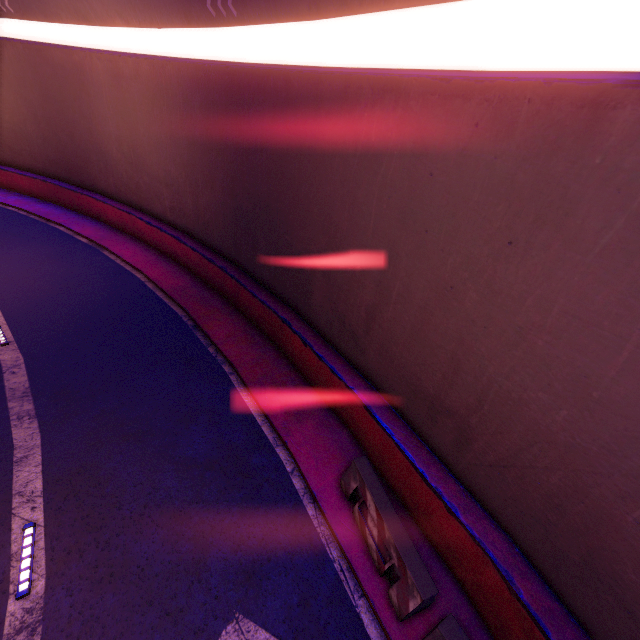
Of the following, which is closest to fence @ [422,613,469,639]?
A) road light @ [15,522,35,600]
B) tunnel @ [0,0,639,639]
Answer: tunnel @ [0,0,639,639]

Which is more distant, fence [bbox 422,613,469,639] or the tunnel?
fence [bbox 422,613,469,639]

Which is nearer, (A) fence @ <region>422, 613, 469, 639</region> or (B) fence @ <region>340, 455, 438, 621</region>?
(A) fence @ <region>422, 613, 469, 639</region>

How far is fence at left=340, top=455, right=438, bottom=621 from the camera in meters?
5.2 m

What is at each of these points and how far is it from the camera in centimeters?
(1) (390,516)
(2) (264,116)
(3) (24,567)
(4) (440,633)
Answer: (1) fence, 590cm
(2) tunnel, 888cm
(3) road light, 536cm
(4) fence, 468cm

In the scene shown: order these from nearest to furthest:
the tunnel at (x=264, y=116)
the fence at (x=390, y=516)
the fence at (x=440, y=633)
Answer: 1. the tunnel at (x=264, y=116)
2. the fence at (x=440, y=633)
3. the fence at (x=390, y=516)

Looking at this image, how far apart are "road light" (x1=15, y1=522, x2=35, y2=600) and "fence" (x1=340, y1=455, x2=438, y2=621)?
5.5 meters

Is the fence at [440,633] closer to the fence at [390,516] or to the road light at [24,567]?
the fence at [390,516]
